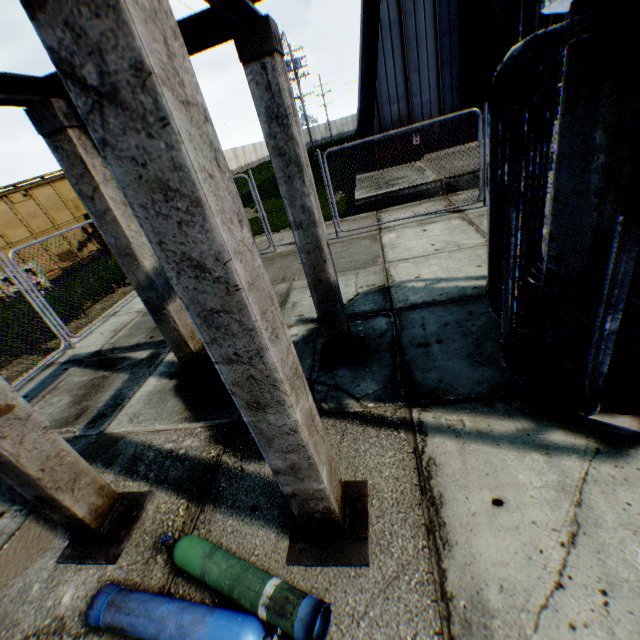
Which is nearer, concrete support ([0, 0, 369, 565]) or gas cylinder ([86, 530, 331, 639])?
concrete support ([0, 0, 369, 565])

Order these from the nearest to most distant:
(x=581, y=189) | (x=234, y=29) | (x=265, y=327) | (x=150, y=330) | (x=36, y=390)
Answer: (x=265, y=327) < (x=581, y=189) < (x=234, y=29) < (x=36, y=390) < (x=150, y=330)

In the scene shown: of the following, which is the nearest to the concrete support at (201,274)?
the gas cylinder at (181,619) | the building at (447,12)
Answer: the gas cylinder at (181,619)

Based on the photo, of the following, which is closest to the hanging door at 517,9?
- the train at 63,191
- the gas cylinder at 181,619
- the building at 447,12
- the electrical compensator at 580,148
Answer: the building at 447,12

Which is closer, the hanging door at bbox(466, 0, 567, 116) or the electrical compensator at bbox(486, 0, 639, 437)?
the electrical compensator at bbox(486, 0, 639, 437)

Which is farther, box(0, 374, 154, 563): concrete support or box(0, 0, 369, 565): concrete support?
box(0, 374, 154, 563): concrete support

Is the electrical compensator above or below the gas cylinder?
above

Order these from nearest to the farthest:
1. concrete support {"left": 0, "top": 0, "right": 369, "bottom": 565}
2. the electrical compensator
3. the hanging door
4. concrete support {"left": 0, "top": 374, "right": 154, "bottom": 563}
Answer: concrete support {"left": 0, "top": 0, "right": 369, "bottom": 565}
the electrical compensator
concrete support {"left": 0, "top": 374, "right": 154, "bottom": 563}
the hanging door
